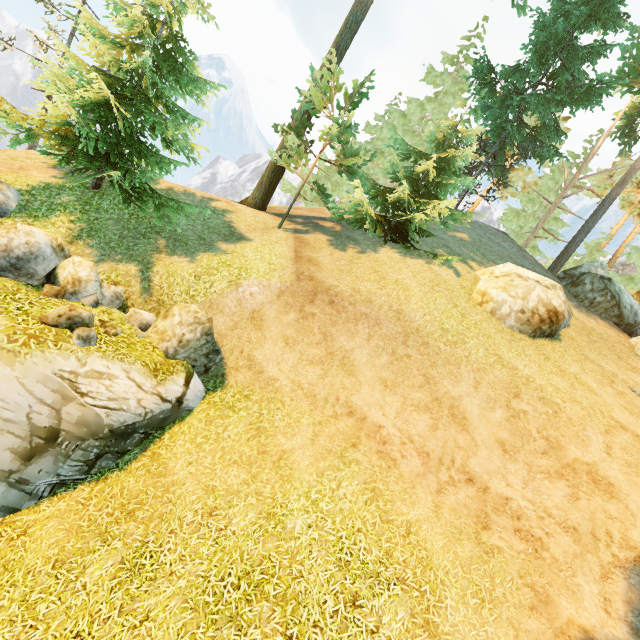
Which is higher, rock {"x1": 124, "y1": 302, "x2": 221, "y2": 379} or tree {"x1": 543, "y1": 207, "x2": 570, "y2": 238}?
tree {"x1": 543, "y1": 207, "x2": 570, "y2": 238}

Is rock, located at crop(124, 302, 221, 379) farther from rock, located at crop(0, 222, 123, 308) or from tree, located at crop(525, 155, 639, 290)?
tree, located at crop(525, 155, 639, 290)

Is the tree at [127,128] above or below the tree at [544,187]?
Answer: below

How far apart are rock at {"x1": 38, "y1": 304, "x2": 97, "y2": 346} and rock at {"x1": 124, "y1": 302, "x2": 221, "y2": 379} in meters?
1.5

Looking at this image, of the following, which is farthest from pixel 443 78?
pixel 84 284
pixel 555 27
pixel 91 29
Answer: pixel 84 284

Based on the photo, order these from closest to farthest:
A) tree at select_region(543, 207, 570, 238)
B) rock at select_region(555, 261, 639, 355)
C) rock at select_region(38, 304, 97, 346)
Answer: rock at select_region(38, 304, 97, 346)
rock at select_region(555, 261, 639, 355)
tree at select_region(543, 207, 570, 238)

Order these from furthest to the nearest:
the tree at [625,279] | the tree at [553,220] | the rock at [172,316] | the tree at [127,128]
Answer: the tree at [553,220], the tree at [625,279], the tree at [127,128], the rock at [172,316]

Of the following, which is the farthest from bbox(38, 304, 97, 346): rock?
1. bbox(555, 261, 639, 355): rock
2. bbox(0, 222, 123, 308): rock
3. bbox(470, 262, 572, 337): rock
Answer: bbox(555, 261, 639, 355): rock
